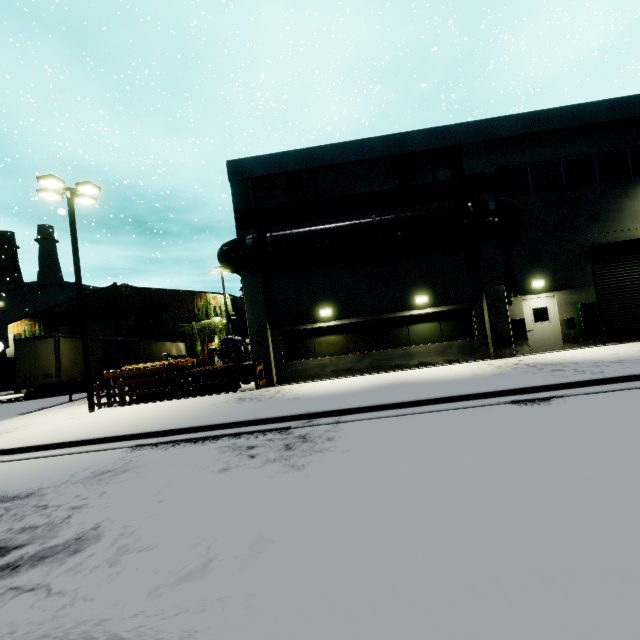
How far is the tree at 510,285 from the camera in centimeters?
1466cm

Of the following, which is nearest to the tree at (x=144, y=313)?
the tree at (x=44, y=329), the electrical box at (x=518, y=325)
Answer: the tree at (x=44, y=329)

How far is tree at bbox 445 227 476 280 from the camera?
14.8m

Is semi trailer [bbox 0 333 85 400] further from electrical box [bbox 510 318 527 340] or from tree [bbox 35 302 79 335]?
electrical box [bbox 510 318 527 340]

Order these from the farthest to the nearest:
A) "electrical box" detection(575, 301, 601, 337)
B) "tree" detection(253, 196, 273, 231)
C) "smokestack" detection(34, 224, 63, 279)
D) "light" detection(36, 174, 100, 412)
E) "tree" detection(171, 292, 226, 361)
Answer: "smokestack" detection(34, 224, 63, 279), "tree" detection(171, 292, 226, 361), "tree" detection(253, 196, 273, 231), "electrical box" detection(575, 301, 601, 337), "light" detection(36, 174, 100, 412)

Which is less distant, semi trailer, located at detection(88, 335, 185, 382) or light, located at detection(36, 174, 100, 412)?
light, located at detection(36, 174, 100, 412)

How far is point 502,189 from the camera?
15.0m

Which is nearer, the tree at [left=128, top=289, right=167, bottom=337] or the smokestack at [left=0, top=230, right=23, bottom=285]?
the tree at [left=128, top=289, right=167, bottom=337]
